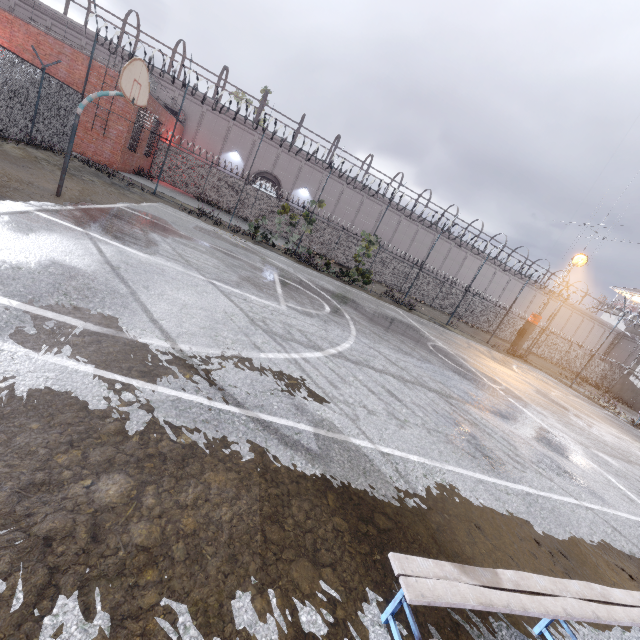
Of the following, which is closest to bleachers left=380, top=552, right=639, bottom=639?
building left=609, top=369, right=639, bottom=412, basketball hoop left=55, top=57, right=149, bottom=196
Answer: basketball hoop left=55, top=57, right=149, bottom=196

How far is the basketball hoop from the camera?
7.1m

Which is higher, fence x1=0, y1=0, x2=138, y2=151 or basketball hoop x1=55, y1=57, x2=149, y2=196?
basketball hoop x1=55, y1=57, x2=149, y2=196

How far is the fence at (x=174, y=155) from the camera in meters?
16.4

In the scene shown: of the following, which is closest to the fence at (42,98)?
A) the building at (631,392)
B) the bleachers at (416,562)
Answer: the bleachers at (416,562)

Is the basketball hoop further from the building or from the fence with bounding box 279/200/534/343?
the building

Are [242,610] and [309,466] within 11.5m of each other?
yes

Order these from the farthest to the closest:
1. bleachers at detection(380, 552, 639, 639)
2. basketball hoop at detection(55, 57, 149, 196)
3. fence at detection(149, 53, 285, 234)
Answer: fence at detection(149, 53, 285, 234) → basketball hoop at detection(55, 57, 149, 196) → bleachers at detection(380, 552, 639, 639)
